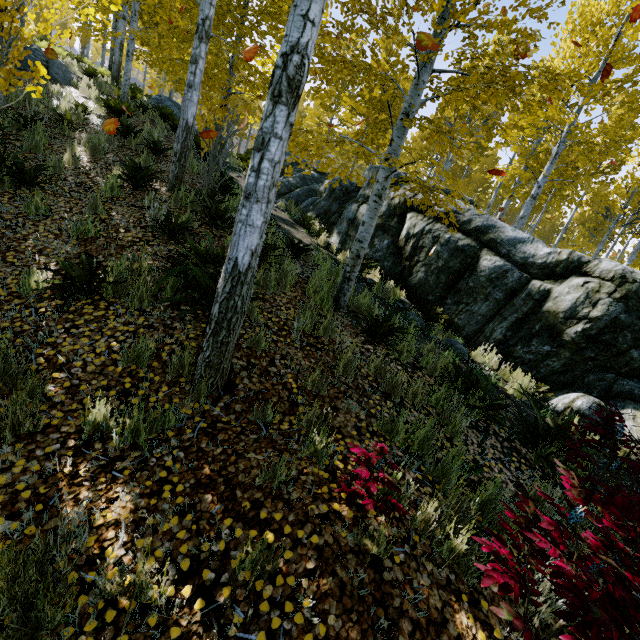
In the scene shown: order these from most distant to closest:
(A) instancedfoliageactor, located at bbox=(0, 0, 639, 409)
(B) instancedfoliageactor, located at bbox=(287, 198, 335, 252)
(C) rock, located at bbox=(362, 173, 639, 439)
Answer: (B) instancedfoliageactor, located at bbox=(287, 198, 335, 252) → (C) rock, located at bbox=(362, 173, 639, 439) → (A) instancedfoliageactor, located at bbox=(0, 0, 639, 409)

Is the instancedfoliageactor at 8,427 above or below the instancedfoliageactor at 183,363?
below

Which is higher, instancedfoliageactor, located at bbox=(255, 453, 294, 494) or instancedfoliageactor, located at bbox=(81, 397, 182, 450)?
instancedfoliageactor, located at bbox=(255, 453, 294, 494)

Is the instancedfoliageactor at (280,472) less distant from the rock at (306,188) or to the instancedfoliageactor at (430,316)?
the rock at (306,188)

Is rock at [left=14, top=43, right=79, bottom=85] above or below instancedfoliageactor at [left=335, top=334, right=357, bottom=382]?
above

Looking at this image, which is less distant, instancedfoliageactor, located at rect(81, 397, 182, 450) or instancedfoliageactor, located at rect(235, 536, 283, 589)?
instancedfoliageactor, located at rect(235, 536, 283, 589)

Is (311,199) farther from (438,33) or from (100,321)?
(100,321)

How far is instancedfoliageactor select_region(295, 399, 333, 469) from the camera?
2.7 meters
